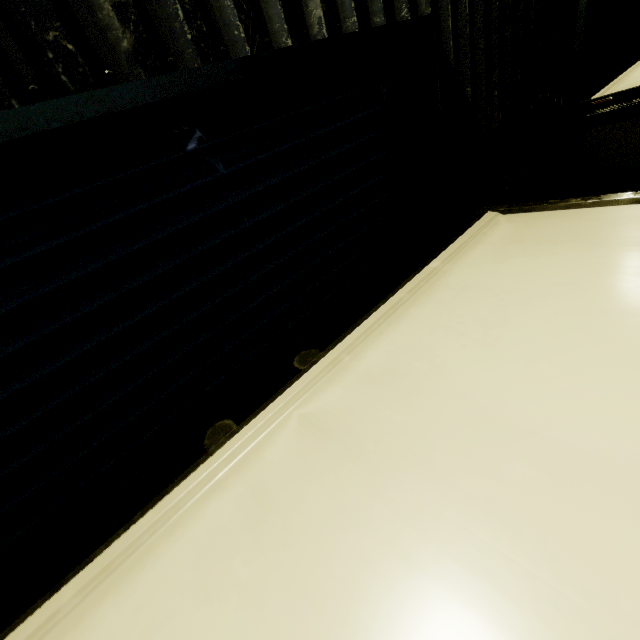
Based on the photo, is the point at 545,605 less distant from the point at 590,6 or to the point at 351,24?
the point at 351,24

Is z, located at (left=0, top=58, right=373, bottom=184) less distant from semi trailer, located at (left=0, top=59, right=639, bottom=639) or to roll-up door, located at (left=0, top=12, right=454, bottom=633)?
roll-up door, located at (left=0, top=12, right=454, bottom=633)

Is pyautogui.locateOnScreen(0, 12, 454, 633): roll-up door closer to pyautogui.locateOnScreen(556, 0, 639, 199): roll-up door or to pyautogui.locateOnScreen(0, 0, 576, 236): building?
Result: pyautogui.locateOnScreen(0, 0, 576, 236): building

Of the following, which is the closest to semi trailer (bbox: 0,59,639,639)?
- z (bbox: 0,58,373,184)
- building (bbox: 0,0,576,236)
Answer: building (bbox: 0,0,576,236)

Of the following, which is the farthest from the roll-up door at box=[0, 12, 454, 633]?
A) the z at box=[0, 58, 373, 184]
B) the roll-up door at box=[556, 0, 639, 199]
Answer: the roll-up door at box=[556, 0, 639, 199]

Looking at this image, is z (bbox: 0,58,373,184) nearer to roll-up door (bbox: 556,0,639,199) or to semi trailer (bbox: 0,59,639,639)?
semi trailer (bbox: 0,59,639,639)

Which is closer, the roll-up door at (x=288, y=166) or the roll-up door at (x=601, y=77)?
the roll-up door at (x=288, y=166)

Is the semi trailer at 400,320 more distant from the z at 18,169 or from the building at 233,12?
the z at 18,169
